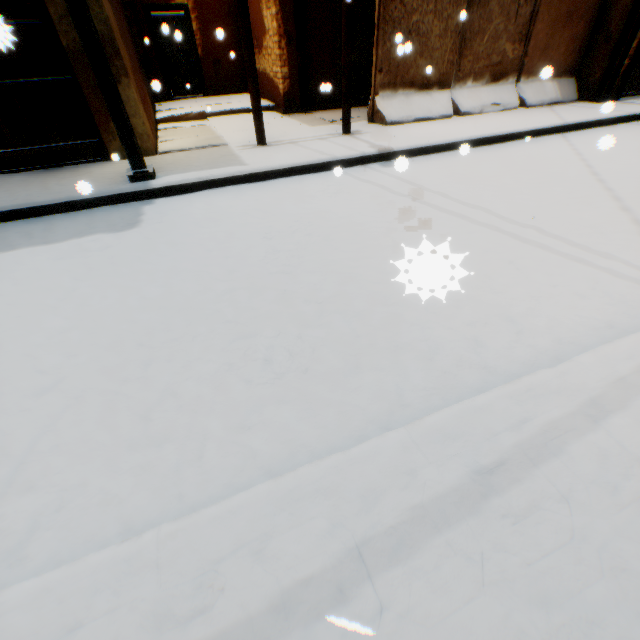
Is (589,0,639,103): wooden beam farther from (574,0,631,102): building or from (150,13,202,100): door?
(150,13,202,100): door

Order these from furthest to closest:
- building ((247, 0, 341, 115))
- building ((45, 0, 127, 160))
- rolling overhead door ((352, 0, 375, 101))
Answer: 1. rolling overhead door ((352, 0, 375, 101))
2. building ((247, 0, 341, 115))
3. building ((45, 0, 127, 160))

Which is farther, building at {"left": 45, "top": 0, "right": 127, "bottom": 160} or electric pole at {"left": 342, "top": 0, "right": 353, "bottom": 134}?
electric pole at {"left": 342, "top": 0, "right": 353, "bottom": 134}

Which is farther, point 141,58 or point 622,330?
point 141,58

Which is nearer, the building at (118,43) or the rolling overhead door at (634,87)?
the building at (118,43)

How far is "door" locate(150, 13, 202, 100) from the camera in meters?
10.5

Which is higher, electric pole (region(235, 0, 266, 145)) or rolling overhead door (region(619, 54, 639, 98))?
electric pole (region(235, 0, 266, 145))

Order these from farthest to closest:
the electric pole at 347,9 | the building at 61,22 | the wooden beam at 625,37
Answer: the wooden beam at 625,37 → the electric pole at 347,9 → the building at 61,22
